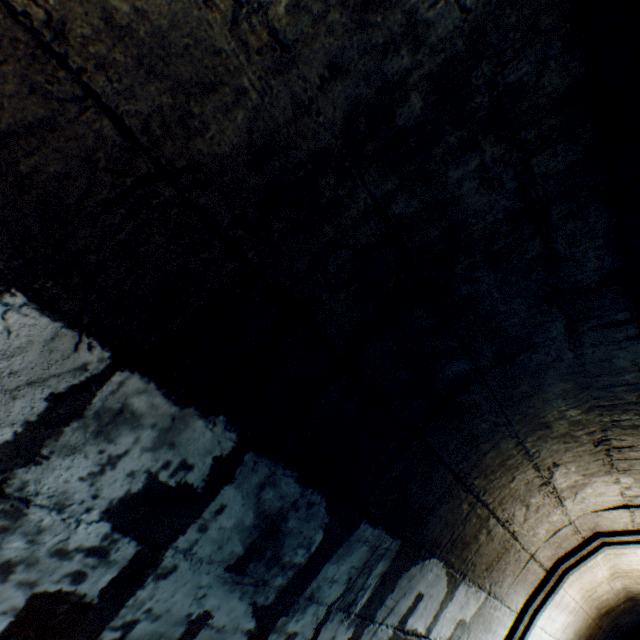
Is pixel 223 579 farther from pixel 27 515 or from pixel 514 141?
pixel 514 141
